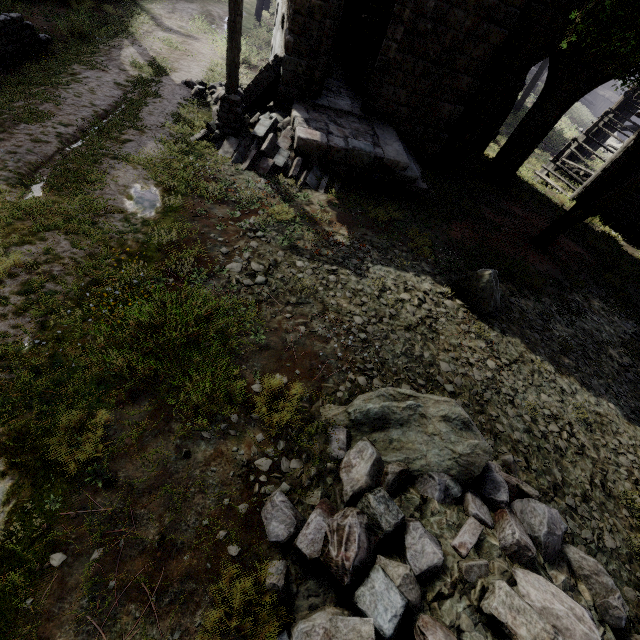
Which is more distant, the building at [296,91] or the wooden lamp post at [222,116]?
the building at [296,91]

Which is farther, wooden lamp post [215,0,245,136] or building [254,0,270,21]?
building [254,0,270,21]

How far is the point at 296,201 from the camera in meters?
8.3 m

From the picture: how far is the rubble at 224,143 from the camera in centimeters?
876cm

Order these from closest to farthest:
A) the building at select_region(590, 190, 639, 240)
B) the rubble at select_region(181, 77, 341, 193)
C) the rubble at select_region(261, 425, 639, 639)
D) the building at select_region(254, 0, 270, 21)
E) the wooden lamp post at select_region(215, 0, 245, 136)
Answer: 1. the rubble at select_region(261, 425, 639, 639)
2. the wooden lamp post at select_region(215, 0, 245, 136)
3. the rubble at select_region(181, 77, 341, 193)
4. the building at select_region(590, 190, 639, 240)
5. the building at select_region(254, 0, 270, 21)

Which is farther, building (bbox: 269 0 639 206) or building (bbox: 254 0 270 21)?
building (bbox: 254 0 270 21)

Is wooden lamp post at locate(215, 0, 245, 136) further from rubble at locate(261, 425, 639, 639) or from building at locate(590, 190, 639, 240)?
→ rubble at locate(261, 425, 639, 639)

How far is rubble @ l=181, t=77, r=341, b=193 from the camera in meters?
8.8 m
